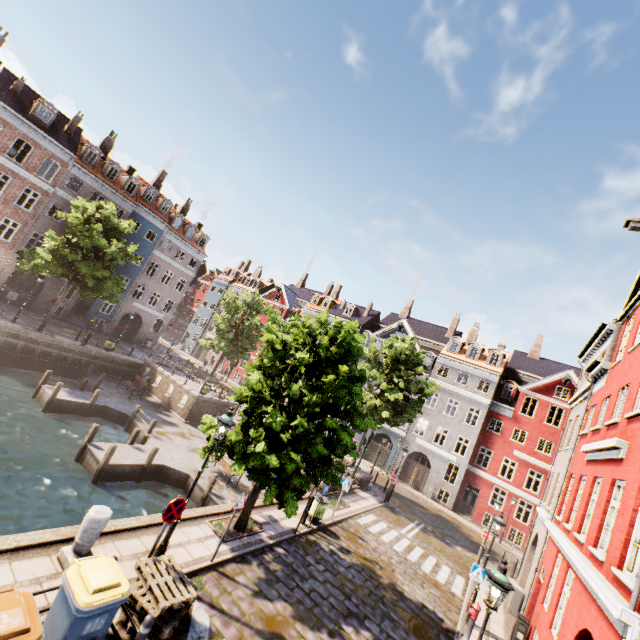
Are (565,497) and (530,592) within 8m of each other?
yes

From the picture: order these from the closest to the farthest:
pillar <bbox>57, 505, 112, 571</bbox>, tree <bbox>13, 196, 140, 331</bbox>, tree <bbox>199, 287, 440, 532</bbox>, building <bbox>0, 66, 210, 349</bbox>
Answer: pillar <bbox>57, 505, 112, 571</bbox> < tree <bbox>199, 287, 440, 532</bbox> < tree <bbox>13, 196, 140, 331</bbox> < building <bbox>0, 66, 210, 349</bbox>

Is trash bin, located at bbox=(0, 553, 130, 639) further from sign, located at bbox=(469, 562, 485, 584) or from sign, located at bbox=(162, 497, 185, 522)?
sign, located at bbox=(469, 562, 485, 584)

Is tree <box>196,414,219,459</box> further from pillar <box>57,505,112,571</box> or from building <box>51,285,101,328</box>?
building <box>51,285,101,328</box>

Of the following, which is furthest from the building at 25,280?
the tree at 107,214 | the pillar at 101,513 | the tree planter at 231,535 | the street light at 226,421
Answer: the pillar at 101,513

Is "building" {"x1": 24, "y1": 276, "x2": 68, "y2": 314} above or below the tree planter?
above

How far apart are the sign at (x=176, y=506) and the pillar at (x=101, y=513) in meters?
1.1 m

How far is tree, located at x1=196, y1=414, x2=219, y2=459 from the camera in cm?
1009
